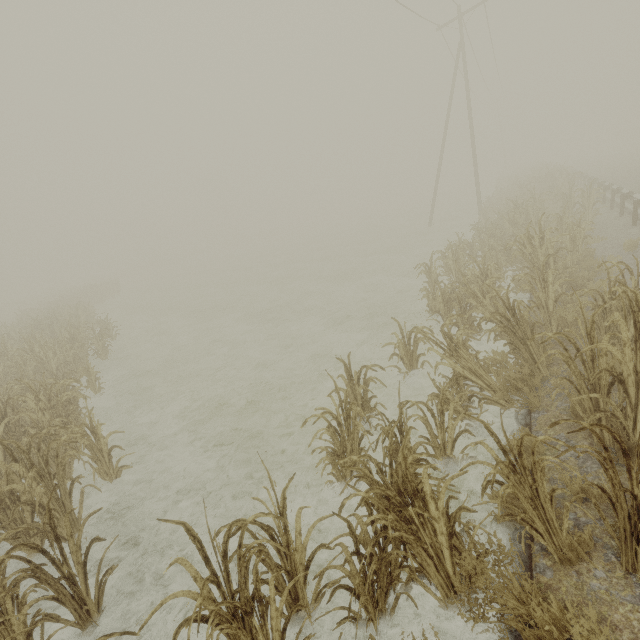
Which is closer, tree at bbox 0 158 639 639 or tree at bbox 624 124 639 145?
tree at bbox 0 158 639 639

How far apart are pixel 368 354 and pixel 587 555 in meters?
6.4 m

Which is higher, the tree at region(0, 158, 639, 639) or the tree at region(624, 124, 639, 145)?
the tree at region(624, 124, 639, 145)

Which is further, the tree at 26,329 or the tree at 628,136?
the tree at 628,136

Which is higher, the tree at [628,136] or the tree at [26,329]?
the tree at [628,136]
